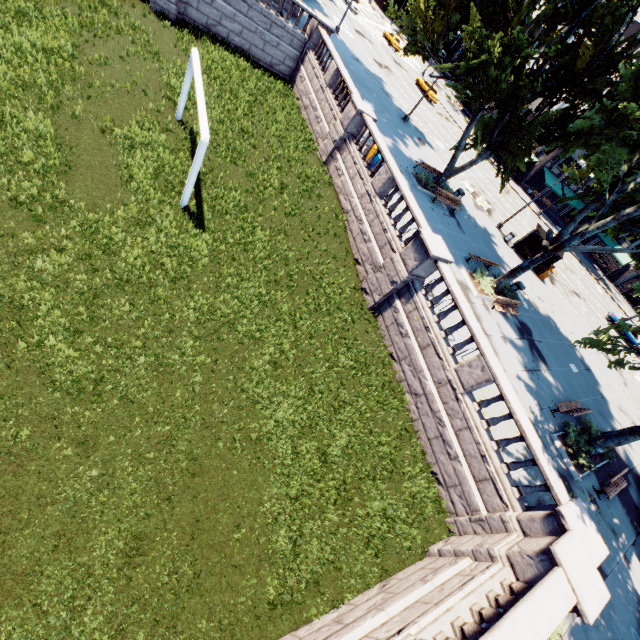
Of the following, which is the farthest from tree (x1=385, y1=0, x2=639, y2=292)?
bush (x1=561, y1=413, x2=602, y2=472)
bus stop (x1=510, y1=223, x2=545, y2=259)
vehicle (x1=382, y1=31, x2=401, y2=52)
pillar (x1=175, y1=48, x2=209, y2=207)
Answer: vehicle (x1=382, y1=31, x2=401, y2=52)

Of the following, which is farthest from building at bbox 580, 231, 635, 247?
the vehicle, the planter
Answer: the planter

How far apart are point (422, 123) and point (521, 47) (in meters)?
21.93

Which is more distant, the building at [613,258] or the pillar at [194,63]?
the building at [613,258]

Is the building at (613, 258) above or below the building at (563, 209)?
above

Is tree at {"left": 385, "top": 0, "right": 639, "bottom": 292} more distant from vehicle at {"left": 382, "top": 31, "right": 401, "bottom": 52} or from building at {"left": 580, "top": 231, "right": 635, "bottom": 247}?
vehicle at {"left": 382, "top": 31, "right": 401, "bottom": 52}

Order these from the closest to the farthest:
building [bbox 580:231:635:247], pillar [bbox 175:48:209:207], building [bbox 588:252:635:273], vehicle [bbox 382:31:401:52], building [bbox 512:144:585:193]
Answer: pillar [bbox 175:48:209:207], building [bbox 512:144:585:193], building [bbox 588:252:635:273], vehicle [bbox 382:31:401:52], building [bbox 580:231:635:247]

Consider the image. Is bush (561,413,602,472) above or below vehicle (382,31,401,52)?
below
